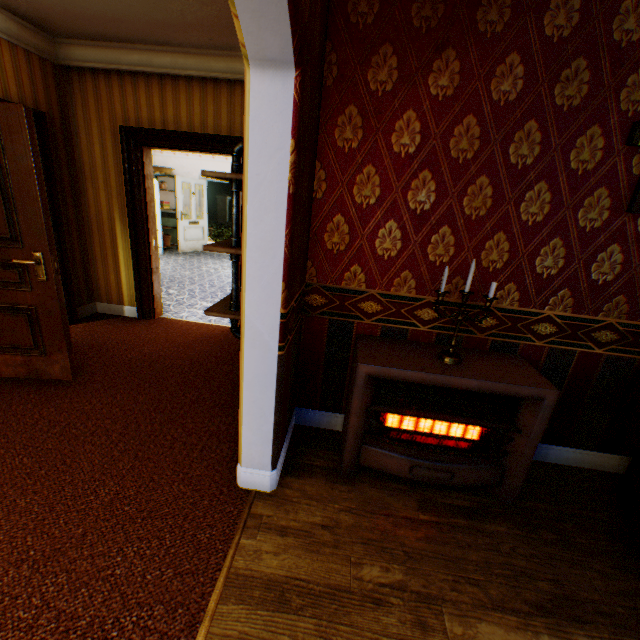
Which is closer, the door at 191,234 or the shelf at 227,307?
the shelf at 227,307

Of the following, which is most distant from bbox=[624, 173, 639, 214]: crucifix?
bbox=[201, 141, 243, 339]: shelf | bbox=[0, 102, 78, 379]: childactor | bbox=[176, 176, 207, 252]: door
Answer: bbox=[176, 176, 207, 252]: door

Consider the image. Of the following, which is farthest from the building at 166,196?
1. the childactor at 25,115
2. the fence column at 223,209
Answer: the fence column at 223,209

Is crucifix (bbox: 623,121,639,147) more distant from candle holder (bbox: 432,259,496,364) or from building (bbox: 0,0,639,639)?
candle holder (bbox: 432,259,496,364)

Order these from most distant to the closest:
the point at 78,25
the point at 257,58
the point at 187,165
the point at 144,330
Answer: the point at 187,165
the point at 144,330
the point at 78,25
the point at 257,58

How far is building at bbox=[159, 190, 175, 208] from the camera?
9.99m

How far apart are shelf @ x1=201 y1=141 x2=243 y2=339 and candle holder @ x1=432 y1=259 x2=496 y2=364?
1.2 meters

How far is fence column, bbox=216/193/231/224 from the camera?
23.66m
